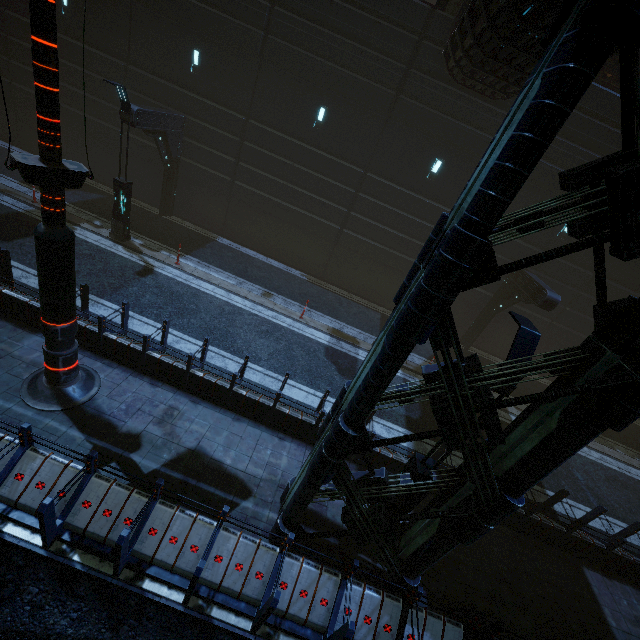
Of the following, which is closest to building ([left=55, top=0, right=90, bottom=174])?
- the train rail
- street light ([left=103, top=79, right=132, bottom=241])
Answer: the train rail

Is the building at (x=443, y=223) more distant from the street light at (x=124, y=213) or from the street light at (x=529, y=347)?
the street light at (x=124, y=213)

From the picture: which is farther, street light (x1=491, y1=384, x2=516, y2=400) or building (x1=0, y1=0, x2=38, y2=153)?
building (x1=0, y1=0, x2=38, y2=153)

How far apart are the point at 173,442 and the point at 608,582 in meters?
11.9

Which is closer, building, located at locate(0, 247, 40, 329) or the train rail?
the train rail

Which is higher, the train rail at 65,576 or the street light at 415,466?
the street light at 415,466

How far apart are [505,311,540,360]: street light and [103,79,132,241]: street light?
12.99m
